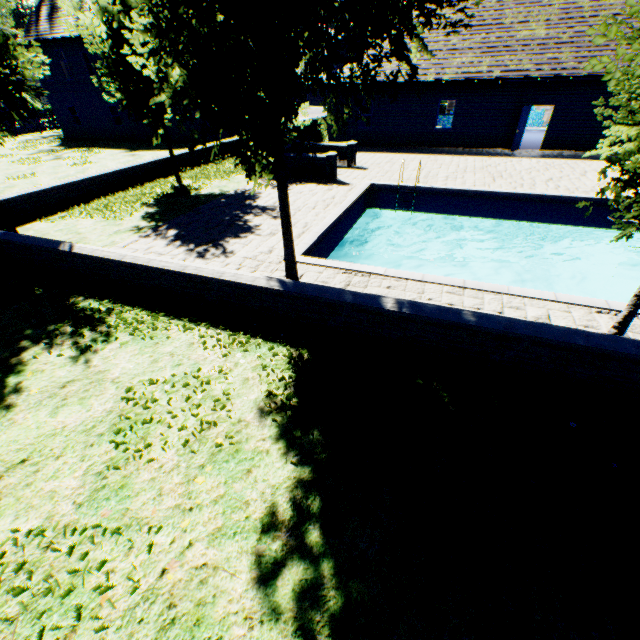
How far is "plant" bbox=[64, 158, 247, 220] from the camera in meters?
11.5 m

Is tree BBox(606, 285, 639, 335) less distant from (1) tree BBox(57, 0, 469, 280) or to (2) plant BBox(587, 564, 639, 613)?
(1) tree BBox(57, 0, 469, 280)

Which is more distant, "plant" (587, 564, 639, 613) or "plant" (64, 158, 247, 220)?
"plant" (64, 158, 247, 220)

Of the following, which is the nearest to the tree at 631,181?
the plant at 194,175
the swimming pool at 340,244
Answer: the swimming pool at 340,244

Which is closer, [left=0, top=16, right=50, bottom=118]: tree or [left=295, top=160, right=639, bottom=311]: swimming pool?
[left=295, top=160, right=639, bottom=311]: swimming pool

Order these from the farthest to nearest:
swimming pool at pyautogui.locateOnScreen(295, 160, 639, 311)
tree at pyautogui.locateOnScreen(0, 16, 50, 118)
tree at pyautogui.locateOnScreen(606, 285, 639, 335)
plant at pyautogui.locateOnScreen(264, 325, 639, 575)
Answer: tree at pyautogui.locateOnScreen(0, 16, 50, 118) → swimming pool at pyautogui.locateOnScreen(295, 160, 639, 311) → tree at pyautogui.locateOnScreen(606, 285, 639, 335) → plant at pyautogui.locateOnScreen(264, 325, 639, 575)

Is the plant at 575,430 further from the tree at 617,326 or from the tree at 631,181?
the tree at 617,326

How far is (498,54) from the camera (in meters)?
17.81
